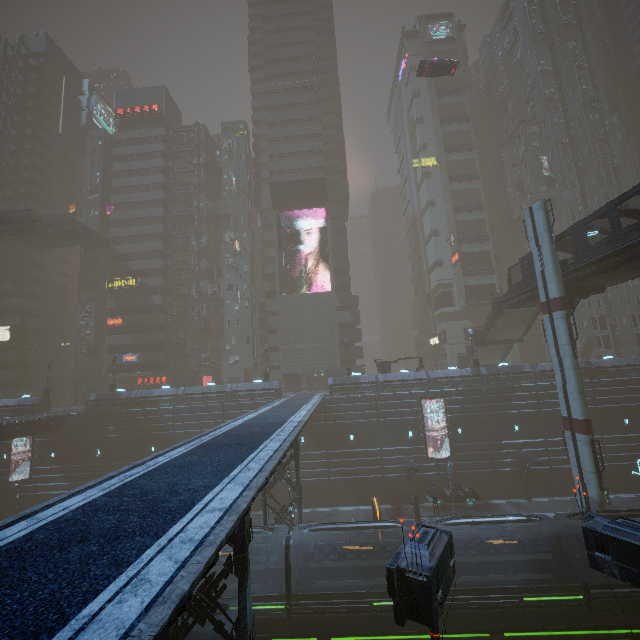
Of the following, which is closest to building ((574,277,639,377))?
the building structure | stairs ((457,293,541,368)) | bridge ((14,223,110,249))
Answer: bridge ((14,223,110,249))

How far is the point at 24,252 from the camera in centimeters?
5569cm

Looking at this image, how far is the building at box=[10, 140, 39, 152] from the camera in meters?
59.2 m

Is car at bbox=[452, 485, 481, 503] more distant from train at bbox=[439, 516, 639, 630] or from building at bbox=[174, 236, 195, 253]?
train at bbox=[439, 516, 639, 630]

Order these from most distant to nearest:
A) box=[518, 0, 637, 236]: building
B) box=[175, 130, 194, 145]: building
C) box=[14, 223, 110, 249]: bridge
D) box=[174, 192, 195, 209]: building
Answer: box=[175, 130, 194, 145]: building
box=[174, 192, 195, 209]: building
box=[518, 0, 637, 236]: building
box=[14, 223, 110, 249]: bridge

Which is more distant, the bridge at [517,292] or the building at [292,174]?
the building at [292,174]

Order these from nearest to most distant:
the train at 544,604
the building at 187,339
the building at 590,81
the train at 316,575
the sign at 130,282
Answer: the train at 544,604 → the train at 316,575 → the sign at 130,282 → the building at 187,339 → the building at 590,81

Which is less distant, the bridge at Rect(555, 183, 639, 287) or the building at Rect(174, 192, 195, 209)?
the bridge at Rect(555, 183, 639, 287)
